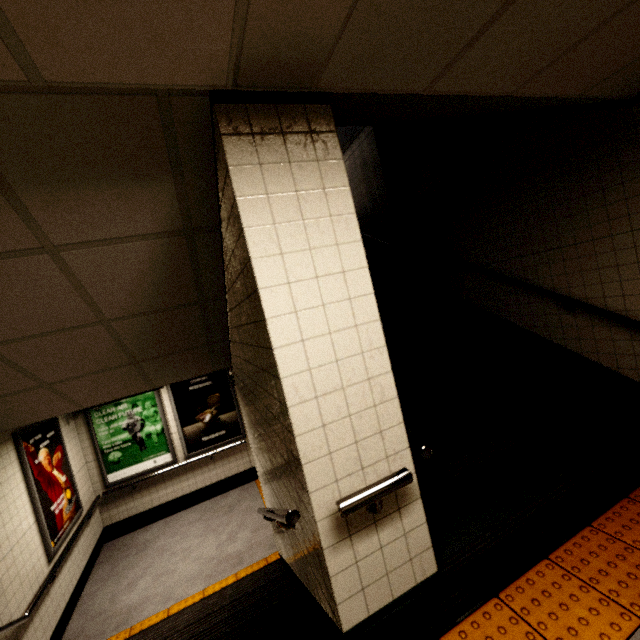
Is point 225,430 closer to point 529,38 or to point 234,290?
point 234,290

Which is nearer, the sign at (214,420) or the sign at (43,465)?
the sign at (43,465)

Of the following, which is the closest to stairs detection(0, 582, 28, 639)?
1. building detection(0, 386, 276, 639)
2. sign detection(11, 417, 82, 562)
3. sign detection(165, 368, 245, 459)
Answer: building detection(0, 386, 276, 639)

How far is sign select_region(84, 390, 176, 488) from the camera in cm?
617

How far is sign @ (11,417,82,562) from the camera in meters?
4.2 m

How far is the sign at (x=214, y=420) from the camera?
6.68m

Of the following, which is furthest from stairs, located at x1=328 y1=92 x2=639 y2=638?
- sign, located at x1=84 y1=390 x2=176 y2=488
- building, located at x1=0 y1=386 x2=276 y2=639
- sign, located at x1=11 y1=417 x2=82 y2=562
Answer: sign, located at x1=11 y1=417 x2=82 y2=562

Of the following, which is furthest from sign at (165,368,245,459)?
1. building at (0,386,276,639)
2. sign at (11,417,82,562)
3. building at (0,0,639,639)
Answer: building at (0,0,639,639)
